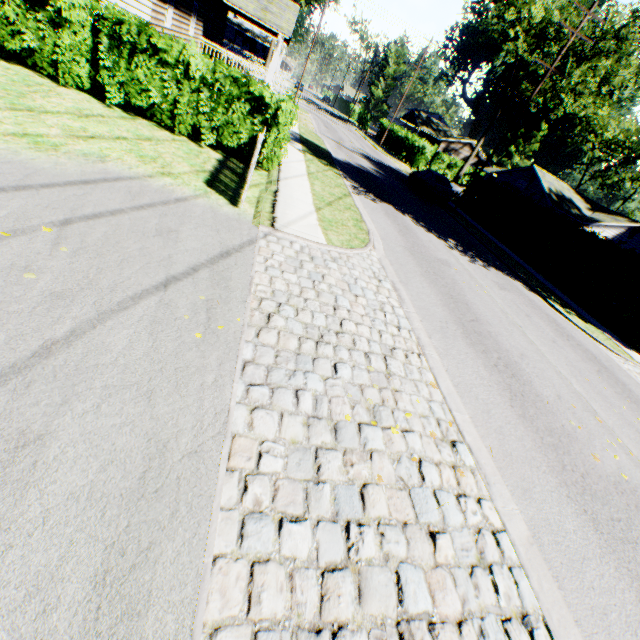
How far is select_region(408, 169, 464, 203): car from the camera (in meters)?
22.69

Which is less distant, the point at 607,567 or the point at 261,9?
the point at 607,567

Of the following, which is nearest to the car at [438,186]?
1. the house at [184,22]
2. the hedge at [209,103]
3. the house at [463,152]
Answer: the house at [184,22]

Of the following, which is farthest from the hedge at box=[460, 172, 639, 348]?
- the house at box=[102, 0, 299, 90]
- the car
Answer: the house at box=[102, 0, 299, 90]

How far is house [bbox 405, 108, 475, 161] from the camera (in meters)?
55.16

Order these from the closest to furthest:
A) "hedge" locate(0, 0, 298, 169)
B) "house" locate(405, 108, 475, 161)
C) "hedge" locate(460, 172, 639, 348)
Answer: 1. "hedge" locate(0, 0, 298, 169)
2. "hedge" locate(460, 172, 639, 348)
3. "house" locate(405, 108, 475, 161)

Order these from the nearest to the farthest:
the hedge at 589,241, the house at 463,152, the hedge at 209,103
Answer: the hedge at 209,103, the hedge at 589,241, the house at 463,152

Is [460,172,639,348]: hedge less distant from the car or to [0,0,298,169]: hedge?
the car
